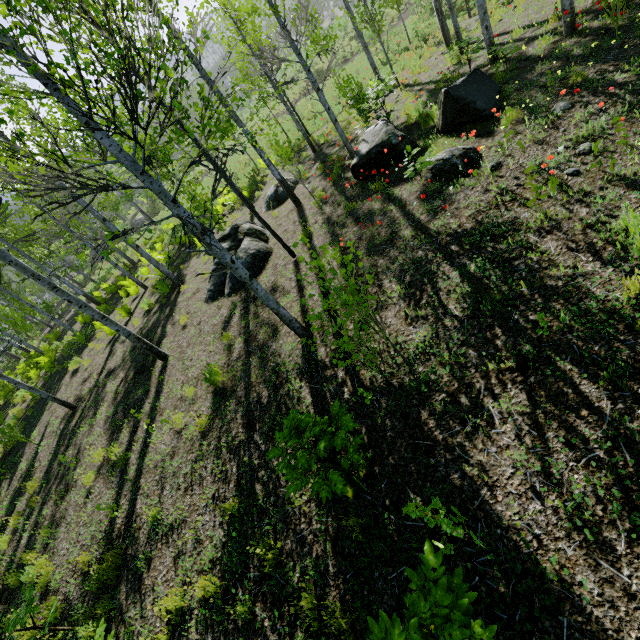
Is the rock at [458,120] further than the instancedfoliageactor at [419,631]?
Yes

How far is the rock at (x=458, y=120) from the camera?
6.8m

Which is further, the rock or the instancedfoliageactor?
the rock

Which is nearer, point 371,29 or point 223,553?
point 223,553

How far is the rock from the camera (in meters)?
6.75
